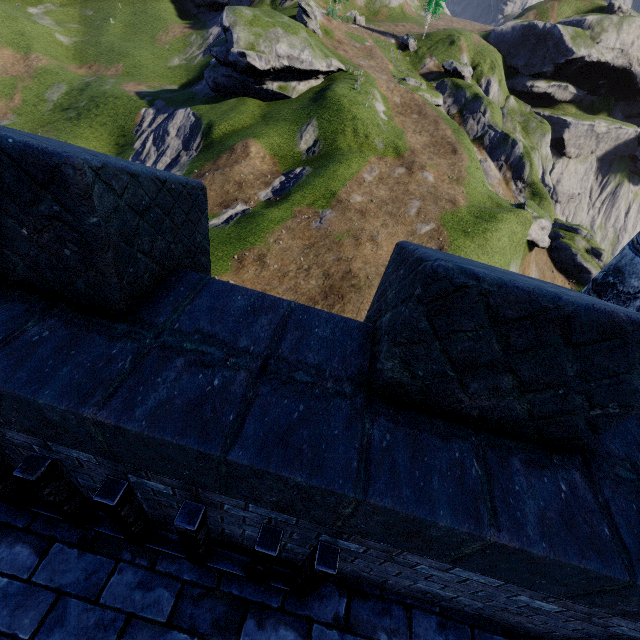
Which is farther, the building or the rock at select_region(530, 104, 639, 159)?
the rock at select_region(530, 104, 639, 159)

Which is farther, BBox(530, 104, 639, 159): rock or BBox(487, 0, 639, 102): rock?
BBox(530, 104, 639, 159): rock

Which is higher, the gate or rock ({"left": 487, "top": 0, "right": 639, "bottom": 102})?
rock ({"left": 487, "top": 0, "right": 639, "bottom": 102})

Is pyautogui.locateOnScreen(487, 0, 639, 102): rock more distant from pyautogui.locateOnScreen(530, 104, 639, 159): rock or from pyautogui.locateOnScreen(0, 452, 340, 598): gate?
pyautogui.locateOnScreen(0, 452, 340, 598): gate

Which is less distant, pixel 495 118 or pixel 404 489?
pixel 404 489

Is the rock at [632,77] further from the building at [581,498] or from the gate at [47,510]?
the gate at [47,510]

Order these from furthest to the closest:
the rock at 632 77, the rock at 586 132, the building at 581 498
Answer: the rock at 586 132
the rock at 632 77
the building at 581 498

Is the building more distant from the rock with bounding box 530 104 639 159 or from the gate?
the rock with bounding box 530 104 639 159
